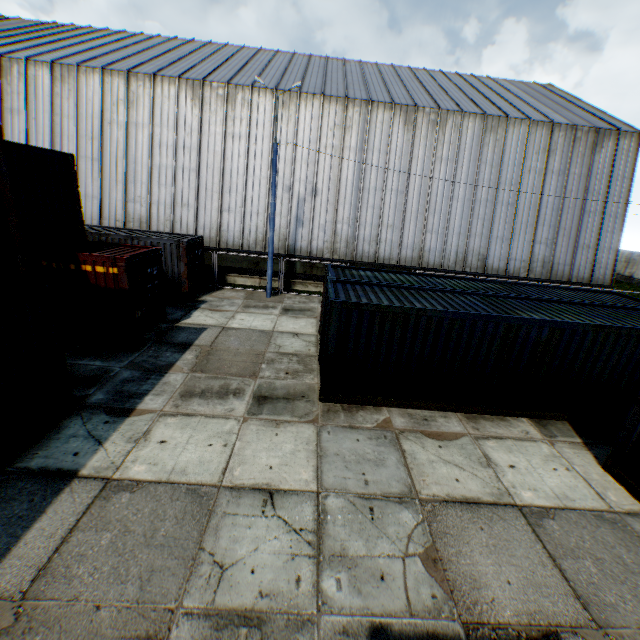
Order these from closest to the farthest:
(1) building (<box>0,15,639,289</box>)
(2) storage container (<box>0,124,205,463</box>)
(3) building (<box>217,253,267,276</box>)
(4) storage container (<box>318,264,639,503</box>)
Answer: (2) storage container (<box>0,124,205,463</box>), (4) storage container (<box>318,264,639,503</box>), (1) building (<box>0,15,639,289</box>), (3) building (<box>217,253,267,276</box>)

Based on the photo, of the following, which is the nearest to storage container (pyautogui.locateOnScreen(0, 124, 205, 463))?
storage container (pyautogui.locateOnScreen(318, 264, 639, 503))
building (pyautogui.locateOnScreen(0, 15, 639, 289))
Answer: storage container (pyautogui.locateOnScreen(318, 264, 639, 503))

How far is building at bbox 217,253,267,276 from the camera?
20.48m

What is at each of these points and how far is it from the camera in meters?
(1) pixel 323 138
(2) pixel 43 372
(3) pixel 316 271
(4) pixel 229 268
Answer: (1) building, 19.7
(2) storage container, 7.0
(3) building, 20.9
(4) building, 20.7

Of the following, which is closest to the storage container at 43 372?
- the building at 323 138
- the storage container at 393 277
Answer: the storage container at 393 277

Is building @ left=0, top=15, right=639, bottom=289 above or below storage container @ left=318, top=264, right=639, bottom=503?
above

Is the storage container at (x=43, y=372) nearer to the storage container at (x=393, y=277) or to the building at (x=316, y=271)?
the storage container at (x=393, y=277)

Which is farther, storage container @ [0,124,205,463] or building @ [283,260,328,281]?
building @ [283,260,328,281]
